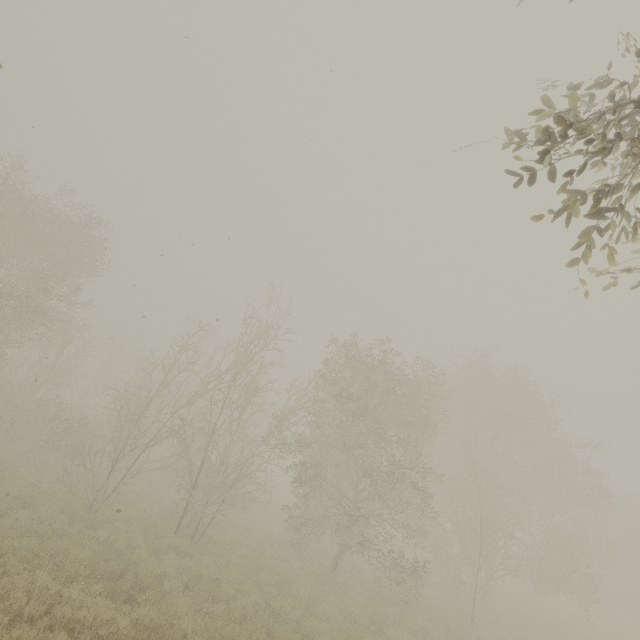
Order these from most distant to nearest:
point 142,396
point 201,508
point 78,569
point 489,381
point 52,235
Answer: point 142,396, point 489,381, point 52,235, point 201,508, point 78,569
